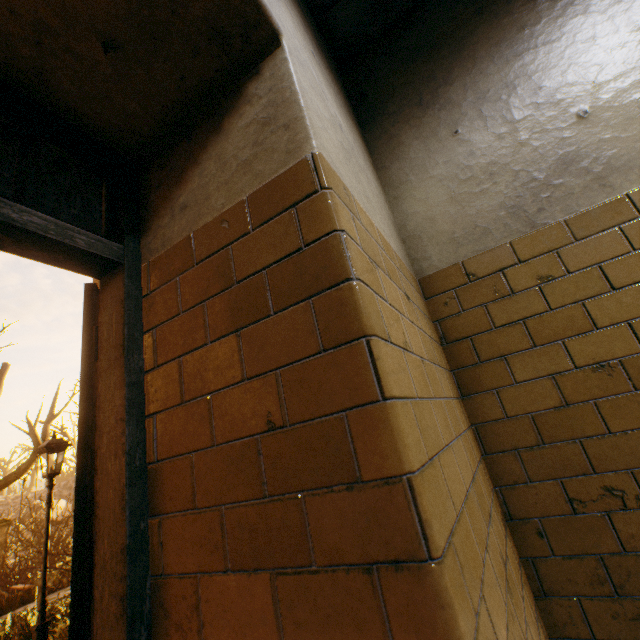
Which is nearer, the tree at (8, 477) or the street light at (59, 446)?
the street light at (59, 446)

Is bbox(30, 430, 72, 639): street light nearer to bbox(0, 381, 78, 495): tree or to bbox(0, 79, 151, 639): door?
bbox(0, 79, 151, 639): door

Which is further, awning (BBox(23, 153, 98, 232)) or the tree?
the tree

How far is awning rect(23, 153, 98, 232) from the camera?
2.4 meters

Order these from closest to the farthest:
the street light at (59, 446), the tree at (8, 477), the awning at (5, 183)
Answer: the awning at (5, 183), the street light at (59, 446), the tree at (8, 477)

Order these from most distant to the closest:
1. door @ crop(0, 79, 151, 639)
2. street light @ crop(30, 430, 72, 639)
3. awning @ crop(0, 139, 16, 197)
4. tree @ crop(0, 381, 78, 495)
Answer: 1. tree @ crop(0, 381, 78, 495)
2. street light @ crop(30, 430, 72, 639)
3. awning @ crop(0, 139, 16, 197)
4. door @ crop(0, 79, 151, 639)

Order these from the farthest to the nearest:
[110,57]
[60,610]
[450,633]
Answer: [60,610]
[110,57]
[450,633]
